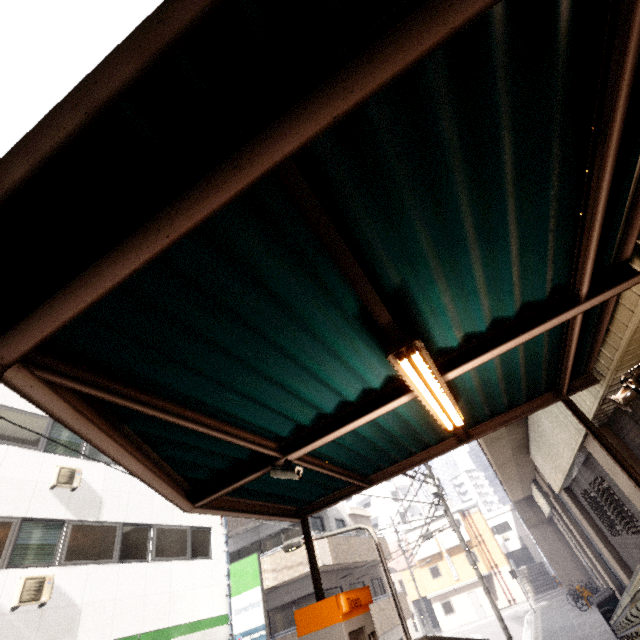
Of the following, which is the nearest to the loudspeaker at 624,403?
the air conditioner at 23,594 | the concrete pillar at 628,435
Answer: the concrete pillar at 628,435

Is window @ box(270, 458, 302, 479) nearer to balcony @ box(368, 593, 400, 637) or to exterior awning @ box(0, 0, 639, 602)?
exterior awning @ box(0, 0, 639, 602)

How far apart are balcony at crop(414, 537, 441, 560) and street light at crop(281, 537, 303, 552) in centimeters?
3848cm

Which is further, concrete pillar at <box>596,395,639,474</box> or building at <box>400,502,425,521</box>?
building at <box>400,502,425,521</box>

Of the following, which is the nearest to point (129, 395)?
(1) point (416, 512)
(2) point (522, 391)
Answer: (2) point (522, 391)

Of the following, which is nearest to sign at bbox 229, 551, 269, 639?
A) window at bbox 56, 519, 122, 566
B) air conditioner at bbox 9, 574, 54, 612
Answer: window at bbox 56, 519, 122, 566

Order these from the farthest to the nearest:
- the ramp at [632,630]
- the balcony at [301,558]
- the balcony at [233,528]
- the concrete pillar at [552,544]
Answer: the concrete pillar at [552,544] < the balcony at [233,528] < the balcony at [301,558] < the ramp at [632,630]

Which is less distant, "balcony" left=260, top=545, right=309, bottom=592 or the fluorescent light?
the fluorescent light
